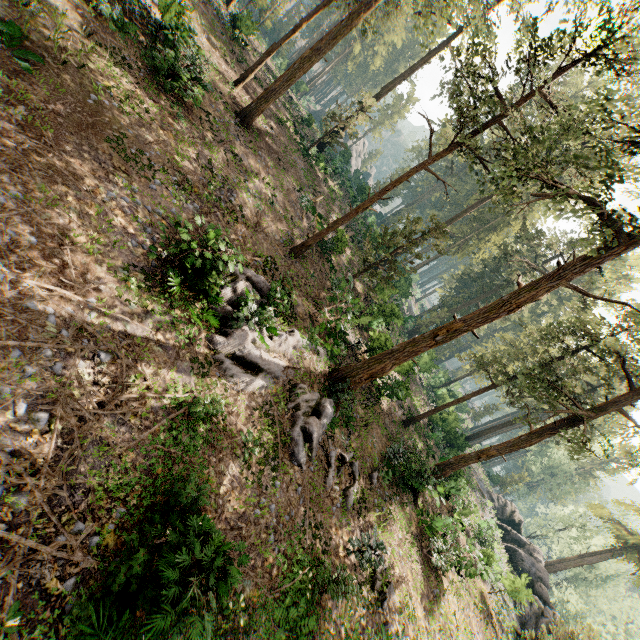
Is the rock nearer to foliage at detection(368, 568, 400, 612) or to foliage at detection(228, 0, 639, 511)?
foliage at detection(228, 0, 639, 511)

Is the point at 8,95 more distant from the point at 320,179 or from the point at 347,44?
the point at 347,44

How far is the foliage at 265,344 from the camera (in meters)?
10.92

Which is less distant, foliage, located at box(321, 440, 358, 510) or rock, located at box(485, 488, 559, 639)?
foliage, located at box(321, 440, 358, 510)

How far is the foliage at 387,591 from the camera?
13.0m

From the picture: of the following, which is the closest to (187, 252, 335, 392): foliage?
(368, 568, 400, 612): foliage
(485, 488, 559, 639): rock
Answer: (485, 488, 559, 639): rock
